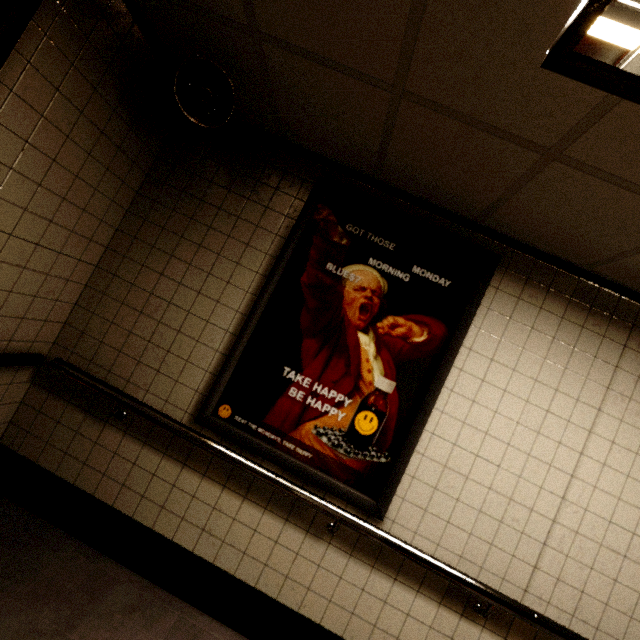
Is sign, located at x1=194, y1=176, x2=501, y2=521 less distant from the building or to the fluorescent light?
the building

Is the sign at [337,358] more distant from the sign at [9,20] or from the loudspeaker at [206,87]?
the sign at [9,20]

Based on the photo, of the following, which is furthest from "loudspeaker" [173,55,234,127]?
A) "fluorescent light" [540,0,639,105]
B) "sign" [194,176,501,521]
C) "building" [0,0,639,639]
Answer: "fluorescent light" [540,0,639,105]

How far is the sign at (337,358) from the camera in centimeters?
196cm

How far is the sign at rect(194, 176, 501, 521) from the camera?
1.96m

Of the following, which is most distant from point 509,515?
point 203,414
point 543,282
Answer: point 203,414

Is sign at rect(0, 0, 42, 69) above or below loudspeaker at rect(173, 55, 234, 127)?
below

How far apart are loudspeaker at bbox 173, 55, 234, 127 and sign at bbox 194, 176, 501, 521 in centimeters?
65cm
